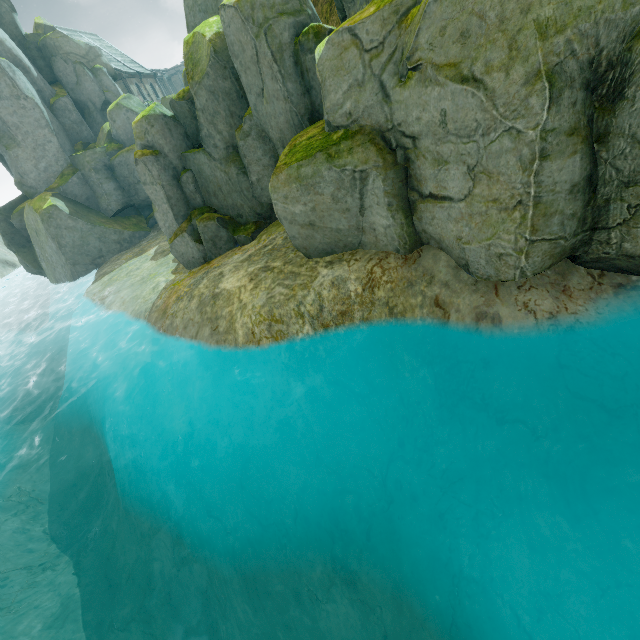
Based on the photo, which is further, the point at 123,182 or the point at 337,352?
the point at 123,182

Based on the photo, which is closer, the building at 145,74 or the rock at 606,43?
the rock at 606,43

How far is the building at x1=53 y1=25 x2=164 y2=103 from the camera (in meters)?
36.16

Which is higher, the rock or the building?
the building

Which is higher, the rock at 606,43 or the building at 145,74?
the building at 145,74

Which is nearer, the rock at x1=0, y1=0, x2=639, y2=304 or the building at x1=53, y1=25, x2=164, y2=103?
the rock at x1=0, y1=0, x2=639, y2=304
